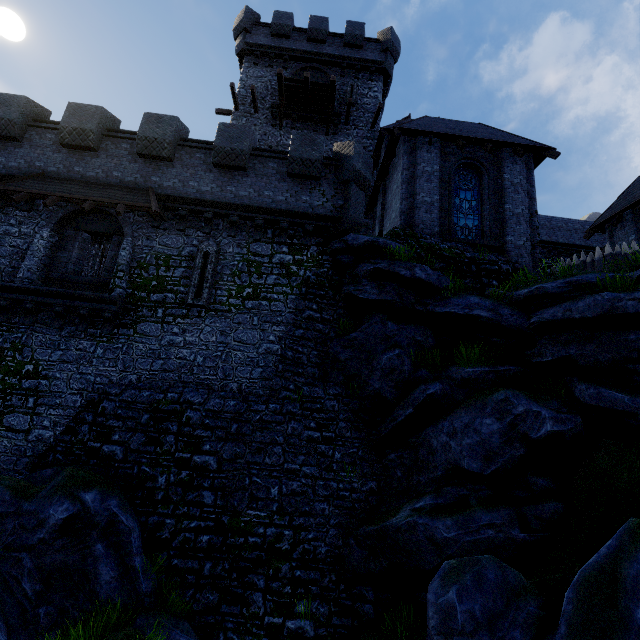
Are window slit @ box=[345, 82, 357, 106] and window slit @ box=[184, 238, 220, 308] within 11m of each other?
no

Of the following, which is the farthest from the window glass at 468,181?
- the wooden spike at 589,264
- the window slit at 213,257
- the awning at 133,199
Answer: the awning at 133,199

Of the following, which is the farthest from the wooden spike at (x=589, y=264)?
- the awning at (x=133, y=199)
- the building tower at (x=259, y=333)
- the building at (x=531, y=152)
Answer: the awning at (x=133, y=199)

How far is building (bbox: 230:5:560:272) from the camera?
13.4m

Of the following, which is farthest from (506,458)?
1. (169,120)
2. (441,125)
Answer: (169,120)

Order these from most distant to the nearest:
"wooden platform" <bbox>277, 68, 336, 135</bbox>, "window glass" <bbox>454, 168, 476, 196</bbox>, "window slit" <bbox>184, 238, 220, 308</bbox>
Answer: "wooden platform" <bbox>277, 68, 336, 135</bbox> → "window glass" <bbox>454, 168, 476, 196</bbox> → "window slit" <bbox>184, 238, 220, 308</bbox>

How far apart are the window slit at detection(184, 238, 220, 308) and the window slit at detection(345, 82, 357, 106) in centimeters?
1537cm

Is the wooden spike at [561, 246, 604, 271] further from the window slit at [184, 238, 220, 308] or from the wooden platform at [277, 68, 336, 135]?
the wooden platform at [277, 68, 336, 135]
